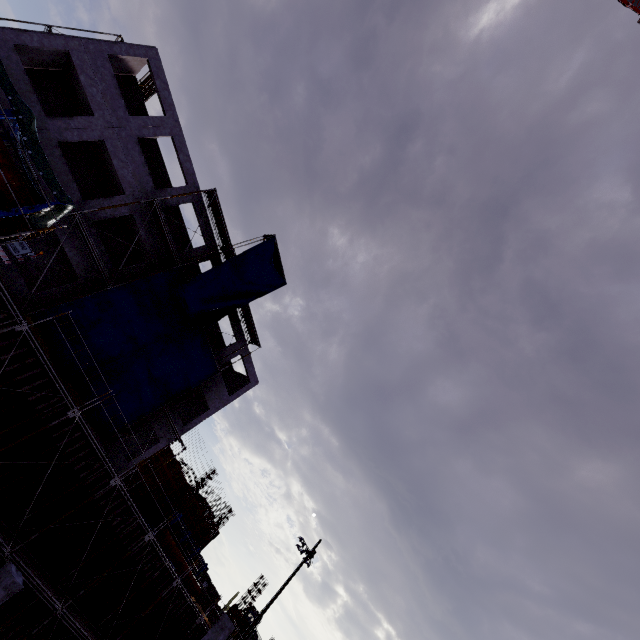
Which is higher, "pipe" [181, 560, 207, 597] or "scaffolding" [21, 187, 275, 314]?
"scaffolding" [21, 187, 275, 314]

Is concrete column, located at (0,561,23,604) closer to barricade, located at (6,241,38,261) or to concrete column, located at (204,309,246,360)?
barricade, located at (6,241,38,261)

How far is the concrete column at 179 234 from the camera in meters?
21.2

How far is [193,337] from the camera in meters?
21.5 m

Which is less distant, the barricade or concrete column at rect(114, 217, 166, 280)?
the barricade

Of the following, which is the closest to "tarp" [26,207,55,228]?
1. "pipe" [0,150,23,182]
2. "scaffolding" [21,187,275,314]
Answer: "pipe" [0,150,23,182]

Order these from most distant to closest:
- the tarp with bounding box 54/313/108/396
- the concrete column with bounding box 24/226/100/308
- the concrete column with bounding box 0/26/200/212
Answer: the concrete column with bounding box 24/226/100/308 → the tarp with bounding box 54/313/108/396 → the concrete column with bounding box 0/26/200/212
